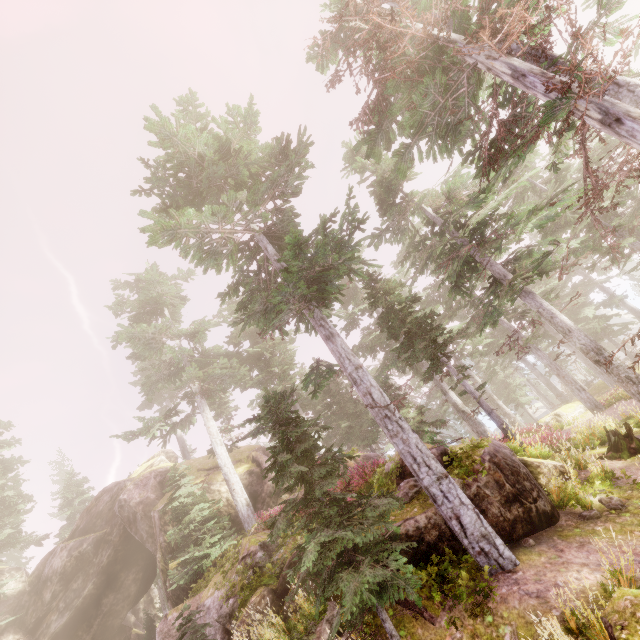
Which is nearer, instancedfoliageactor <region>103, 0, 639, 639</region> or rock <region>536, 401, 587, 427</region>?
instancedfoliageactor <region>103, 0, 639, 639</region>

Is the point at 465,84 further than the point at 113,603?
No

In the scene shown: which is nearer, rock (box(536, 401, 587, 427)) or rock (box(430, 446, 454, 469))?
rock (box(430, 446, 454, 469))

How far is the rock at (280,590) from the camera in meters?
9.0 m

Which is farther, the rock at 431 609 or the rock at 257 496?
the rock at 257 496

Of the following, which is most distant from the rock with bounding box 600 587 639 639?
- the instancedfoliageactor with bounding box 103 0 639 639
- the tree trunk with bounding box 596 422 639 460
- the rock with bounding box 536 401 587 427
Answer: the rock with bounding box 536 401 587 427

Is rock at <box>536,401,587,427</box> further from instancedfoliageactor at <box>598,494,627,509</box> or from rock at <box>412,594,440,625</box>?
rock at <box>412,594,440,625</box>

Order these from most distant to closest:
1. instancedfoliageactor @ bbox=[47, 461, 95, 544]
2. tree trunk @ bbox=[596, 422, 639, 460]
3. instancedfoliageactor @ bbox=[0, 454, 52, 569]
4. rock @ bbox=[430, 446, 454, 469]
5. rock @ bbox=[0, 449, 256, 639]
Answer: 1. instancedfoliageactor @ bbox=[47, 461, 95, 544]
2. instancedfoliageactor @ bbox=[0, 454, 52, 569]
3. rock @ bbox=[0, 449, 256, 639]
4. tree trunk @ bbox=[596, 422, 639, 460]
5. rock @ bbox=[430, 446, 454, 469]
